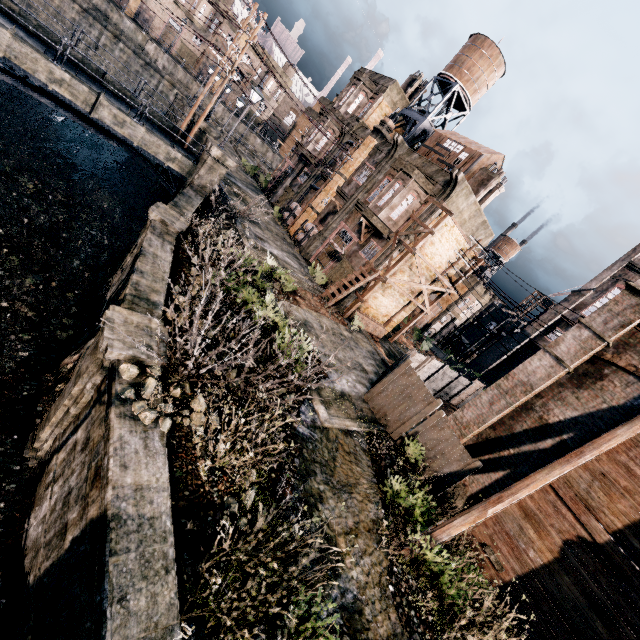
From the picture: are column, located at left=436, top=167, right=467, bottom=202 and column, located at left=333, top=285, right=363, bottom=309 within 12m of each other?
yes

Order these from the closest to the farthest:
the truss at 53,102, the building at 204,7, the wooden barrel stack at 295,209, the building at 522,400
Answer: the building at 522,400
the truss at 53,102
the wooden barrel stack at 295,209
the building at 204,7

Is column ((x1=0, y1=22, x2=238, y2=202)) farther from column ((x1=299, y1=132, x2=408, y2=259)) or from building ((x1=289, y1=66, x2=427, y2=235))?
building ((x1=289, y1=66, x2=427, y2=235))

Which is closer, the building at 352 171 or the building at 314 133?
the building at 352 171

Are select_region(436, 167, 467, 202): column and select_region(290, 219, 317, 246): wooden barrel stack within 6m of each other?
no

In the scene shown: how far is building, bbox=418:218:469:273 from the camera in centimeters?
2336cm

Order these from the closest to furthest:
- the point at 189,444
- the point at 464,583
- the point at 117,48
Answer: the point at 189,444 < the point at 464,583 < the point at 117,48

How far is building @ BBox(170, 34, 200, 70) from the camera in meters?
57.0 m
